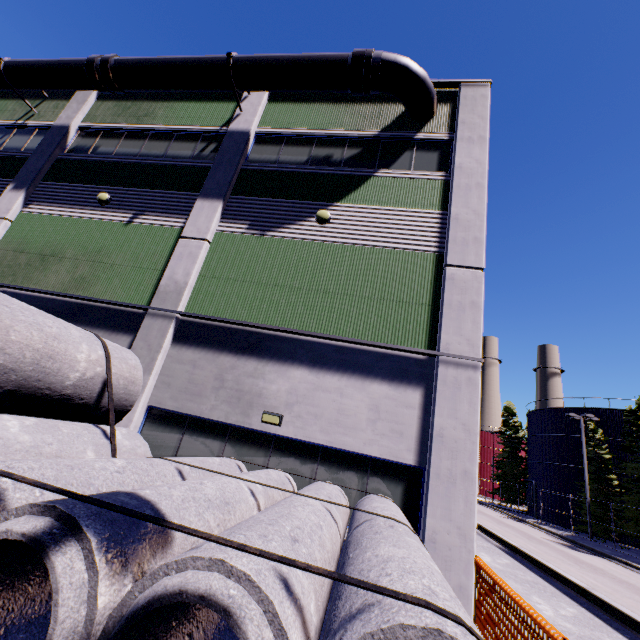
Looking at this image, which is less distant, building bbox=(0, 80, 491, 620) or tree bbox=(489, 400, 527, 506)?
building bbox=(0, 80, 491, 620)

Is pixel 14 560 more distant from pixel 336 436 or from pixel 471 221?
pixel 471 221

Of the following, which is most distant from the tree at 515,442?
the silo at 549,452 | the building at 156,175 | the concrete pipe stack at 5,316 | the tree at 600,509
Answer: the concrete pipe stack at 5,316

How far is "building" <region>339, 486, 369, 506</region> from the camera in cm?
696

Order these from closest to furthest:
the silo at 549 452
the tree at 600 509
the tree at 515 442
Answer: the tree at 600 509 → the silo at 549 452 → the tree at 515 442

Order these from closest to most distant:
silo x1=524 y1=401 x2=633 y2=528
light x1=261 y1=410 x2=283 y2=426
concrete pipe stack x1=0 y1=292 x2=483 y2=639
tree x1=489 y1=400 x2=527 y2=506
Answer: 1. concrete pipe stack x1=0 y1=292 x2=483 y2=639
2. light x1=261 y1=410 x2=283 y2=426
3. silo x1=524 y1=401 x2=633 y2=528
4. tree x1=489 y1=400 x2=527 y2=506

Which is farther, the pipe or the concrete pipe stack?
the pipe

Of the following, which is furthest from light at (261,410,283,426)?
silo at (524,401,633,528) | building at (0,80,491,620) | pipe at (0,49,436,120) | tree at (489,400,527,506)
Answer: tree at (489,400,527,506)
